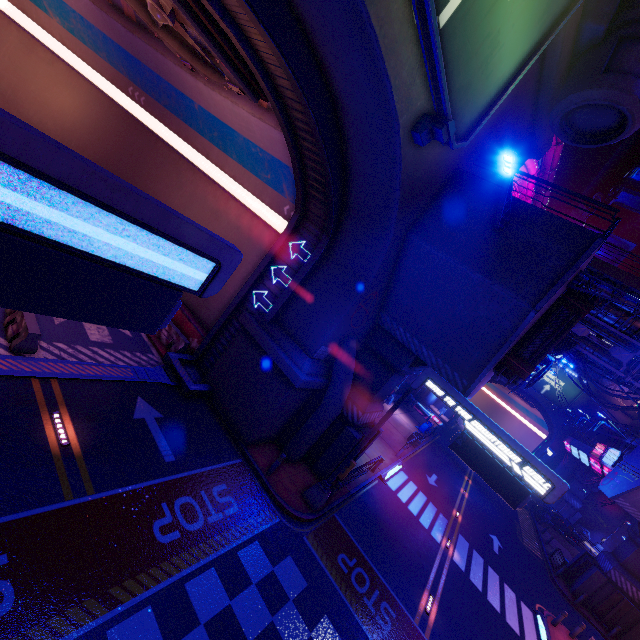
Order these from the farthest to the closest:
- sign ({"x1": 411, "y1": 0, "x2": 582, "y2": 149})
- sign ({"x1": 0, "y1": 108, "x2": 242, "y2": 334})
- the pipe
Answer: the pipe
sign ({"x1": 411, "y1": 0, "x2": 582, "y2": 149})
sign ({"x1": 0, "y1": 108, "x2": 242, "y2": 334})

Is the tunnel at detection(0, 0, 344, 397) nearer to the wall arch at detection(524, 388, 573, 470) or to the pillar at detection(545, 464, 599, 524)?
the wall arch at detection(524, 388, 573, 470)

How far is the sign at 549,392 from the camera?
49.0 meters

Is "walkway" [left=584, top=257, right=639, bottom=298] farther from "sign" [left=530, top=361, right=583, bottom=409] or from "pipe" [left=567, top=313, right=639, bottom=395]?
"sign" [left=530, top=361, right=583, bottom=409]

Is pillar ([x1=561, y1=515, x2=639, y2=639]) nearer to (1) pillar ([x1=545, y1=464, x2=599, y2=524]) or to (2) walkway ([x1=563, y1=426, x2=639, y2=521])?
(2) walkway ([x1=563, y1=426, x2=639, y2=521])

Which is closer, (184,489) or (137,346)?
(184,489)

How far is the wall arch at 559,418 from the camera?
48.8m

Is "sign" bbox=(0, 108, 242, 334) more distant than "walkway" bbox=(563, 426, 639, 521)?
No
